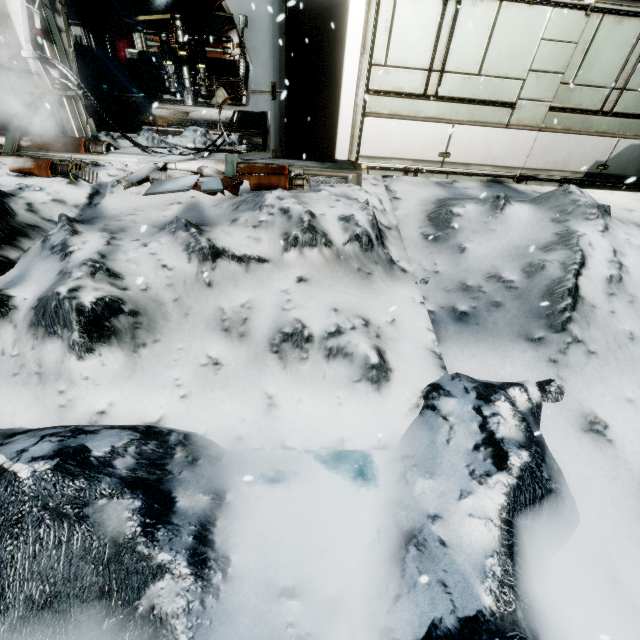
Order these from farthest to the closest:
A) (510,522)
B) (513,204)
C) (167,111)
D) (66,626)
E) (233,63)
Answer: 1. (233,63)
2. (167,111)
3. (513,204)
4. (510,522)
5. (66,626)

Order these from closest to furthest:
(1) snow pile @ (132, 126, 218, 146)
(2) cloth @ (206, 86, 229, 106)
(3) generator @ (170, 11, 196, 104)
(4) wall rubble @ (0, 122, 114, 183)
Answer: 1. (4) wall rubble @ (0, 122, 114, 183)
2. (1) snow pile @ (132, 126, 218, 146)
3. (3) generator @ (170, 11, 196, 104)
4. (2) cloth @ (206, 86, 229, 106)

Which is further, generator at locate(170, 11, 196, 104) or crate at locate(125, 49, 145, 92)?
crate at locate(125, 49, 145, 92)

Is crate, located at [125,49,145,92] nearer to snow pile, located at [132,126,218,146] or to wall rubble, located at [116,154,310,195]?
snow pile, located at [132,126,218,146]

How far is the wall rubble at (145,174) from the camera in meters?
5.1 m

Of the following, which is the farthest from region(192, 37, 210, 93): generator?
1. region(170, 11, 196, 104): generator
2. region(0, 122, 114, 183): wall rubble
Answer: region(0, 122, 114, 183): wall rubble

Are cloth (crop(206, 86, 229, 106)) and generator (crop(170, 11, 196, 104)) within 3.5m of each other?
yes

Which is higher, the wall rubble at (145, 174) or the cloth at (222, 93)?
the cloth at (222, 93)
